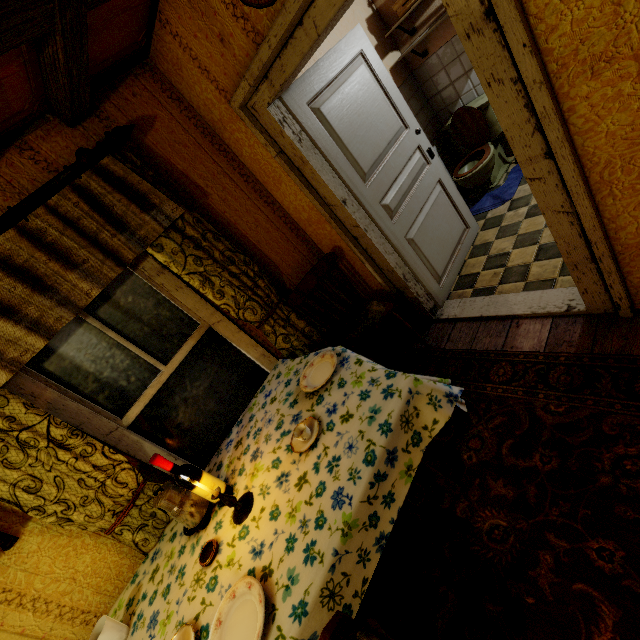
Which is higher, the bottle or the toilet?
the bottle

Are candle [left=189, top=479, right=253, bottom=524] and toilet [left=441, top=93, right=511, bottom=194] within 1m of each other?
no

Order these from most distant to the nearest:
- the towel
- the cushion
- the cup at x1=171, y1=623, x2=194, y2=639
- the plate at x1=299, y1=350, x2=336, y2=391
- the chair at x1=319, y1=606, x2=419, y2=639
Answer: the towel → the cushion → the plate at x1=299, y1=350, x2=336, y2=391 → the cup at x1=171, y1=623, x2=194, y2=639 → the chair at x1=319, y1=606, x2=419, y2=639

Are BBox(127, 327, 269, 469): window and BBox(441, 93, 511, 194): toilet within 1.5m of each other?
no

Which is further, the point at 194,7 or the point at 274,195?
the point at 274,195

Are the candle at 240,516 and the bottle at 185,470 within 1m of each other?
A: yes

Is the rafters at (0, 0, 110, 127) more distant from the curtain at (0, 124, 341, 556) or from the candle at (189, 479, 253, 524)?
the candle at (189, 479, 253, 524)

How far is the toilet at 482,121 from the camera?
3.5 meters
